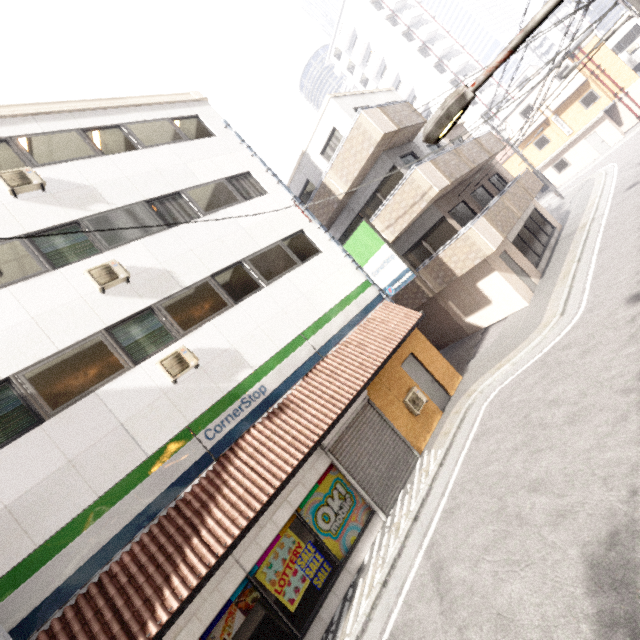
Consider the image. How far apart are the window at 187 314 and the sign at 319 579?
4.9m

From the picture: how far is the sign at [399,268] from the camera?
10.8 meters

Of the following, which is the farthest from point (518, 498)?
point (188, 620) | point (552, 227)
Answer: point (552, 227)

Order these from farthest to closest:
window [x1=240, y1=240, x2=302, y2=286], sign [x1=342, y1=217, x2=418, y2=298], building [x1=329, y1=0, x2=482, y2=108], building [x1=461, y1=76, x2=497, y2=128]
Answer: building [x1=329, y1=0, x2=482, y2=108]
building [x1=461, y1=76, x2=497, y2=128]
sign [x1=342, y1=217, x2=418, y2=298]
window [x1=240, y1=240, x2=302, y2=286]

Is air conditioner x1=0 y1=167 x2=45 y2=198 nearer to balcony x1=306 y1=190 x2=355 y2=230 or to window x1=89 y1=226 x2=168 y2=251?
window x1=89 y1=226 x2=168 y2=251

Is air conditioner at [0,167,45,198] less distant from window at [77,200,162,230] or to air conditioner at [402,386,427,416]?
window at [77,200,162,230]

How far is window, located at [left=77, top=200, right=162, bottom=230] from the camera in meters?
8.4

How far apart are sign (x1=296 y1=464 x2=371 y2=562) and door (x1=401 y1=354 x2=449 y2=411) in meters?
4.1 m
